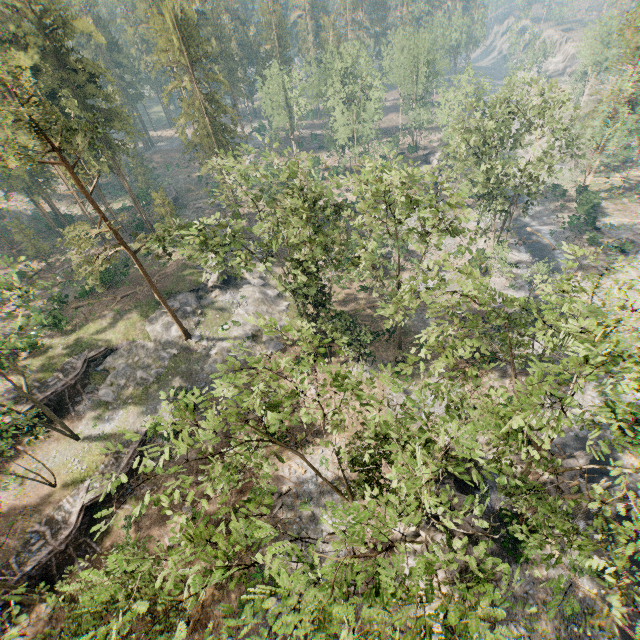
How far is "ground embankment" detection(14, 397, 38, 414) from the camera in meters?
28.8

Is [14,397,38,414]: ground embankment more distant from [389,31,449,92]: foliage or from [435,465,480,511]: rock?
[435,465,480,511]: rock

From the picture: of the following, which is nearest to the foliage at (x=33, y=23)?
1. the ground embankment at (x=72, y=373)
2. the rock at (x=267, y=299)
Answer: the rock at (x=267, y=299)

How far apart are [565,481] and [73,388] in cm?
3872

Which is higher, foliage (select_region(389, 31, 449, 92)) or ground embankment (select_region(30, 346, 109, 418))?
foliage (select_region(389, 31, 449, 92))

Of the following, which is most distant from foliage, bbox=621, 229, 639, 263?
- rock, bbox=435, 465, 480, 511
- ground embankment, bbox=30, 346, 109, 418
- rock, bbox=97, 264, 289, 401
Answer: ground embankment, bbox=30, 346, 109, 418

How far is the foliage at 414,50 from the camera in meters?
55.8 m

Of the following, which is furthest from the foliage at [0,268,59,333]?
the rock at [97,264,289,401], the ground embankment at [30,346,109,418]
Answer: the ground embankment at [30,346,109,418]
